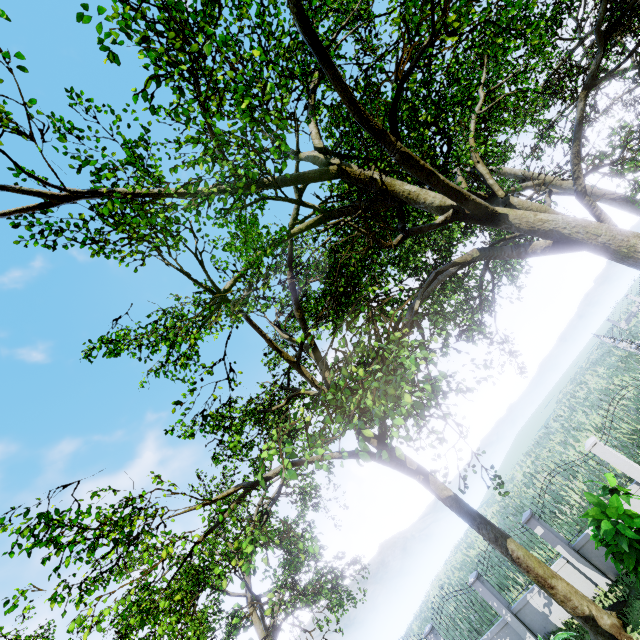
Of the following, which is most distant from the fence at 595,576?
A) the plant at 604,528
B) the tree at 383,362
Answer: the plant at 604,528

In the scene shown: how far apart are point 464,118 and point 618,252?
20.9m

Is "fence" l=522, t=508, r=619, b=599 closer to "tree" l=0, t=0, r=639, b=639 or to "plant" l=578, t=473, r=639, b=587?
"tree" l=0, t=0, r=639, b=639

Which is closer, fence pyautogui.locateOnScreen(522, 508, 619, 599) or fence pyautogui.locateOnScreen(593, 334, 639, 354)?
fence pyautogui.locateOnScreen(522, 508, 619, 599)

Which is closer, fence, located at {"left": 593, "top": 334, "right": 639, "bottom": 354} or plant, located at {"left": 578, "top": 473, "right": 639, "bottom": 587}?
plant, located at {"left": 578, "top": 473, "right": 639, "bottom": 587}

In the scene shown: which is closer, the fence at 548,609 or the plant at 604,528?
the plant at 604,528
